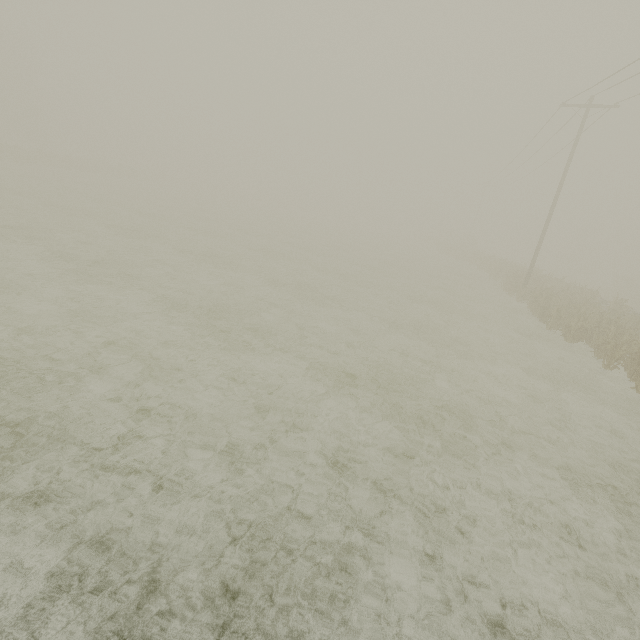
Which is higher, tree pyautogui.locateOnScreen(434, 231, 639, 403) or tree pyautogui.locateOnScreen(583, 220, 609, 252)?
tree pyautogui.locateOnScreen(583, 220, 609, 252)

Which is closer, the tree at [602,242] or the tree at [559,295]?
the tree at [559,295]

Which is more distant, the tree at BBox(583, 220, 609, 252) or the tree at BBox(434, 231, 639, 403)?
the tree at BBox(583, 220, 609, 252)

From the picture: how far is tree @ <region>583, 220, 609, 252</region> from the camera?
58.2 meters

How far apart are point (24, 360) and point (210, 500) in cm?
489

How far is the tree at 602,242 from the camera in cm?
5825
